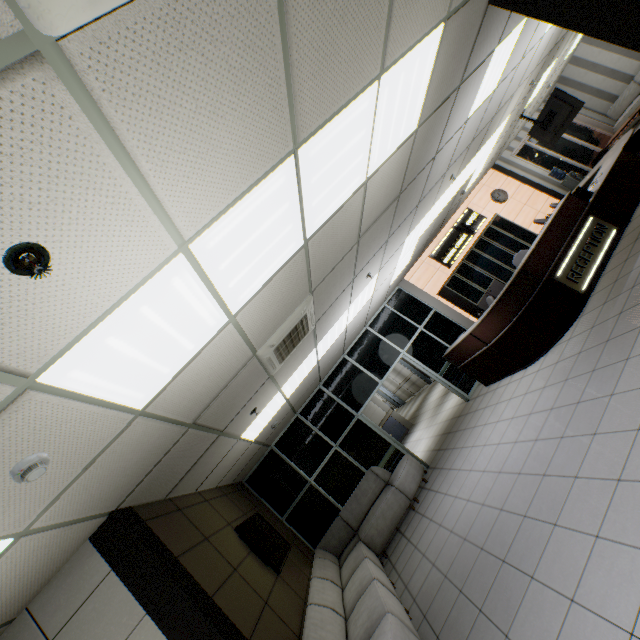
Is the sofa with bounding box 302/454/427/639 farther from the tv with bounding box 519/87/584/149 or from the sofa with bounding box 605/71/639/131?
the sofa with bounding box 605/71/639/131

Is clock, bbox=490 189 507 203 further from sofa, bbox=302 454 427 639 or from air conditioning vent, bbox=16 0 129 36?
air conditioning vent, bbox=16 0 129 36

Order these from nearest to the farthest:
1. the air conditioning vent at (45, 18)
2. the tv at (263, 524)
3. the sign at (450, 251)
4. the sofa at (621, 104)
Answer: the air conditioning vent at (45, 18) → the tv at (263, 524) → the sign at (450, 251) → the sofa at (621, 104)

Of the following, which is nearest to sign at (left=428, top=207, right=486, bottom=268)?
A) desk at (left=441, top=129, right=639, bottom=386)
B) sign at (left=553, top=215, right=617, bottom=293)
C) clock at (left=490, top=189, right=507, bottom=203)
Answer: clock at (left=490, top=189, right=507, bottom=203)

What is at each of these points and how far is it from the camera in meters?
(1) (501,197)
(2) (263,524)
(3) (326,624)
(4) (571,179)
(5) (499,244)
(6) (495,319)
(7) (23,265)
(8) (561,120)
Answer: (1) clock, 10.9 m
(2) tv, 5.7 m
(3) sofa, 3.7 m
(4) water container, 10.6 m
(5) cabinet, 9.5 m
(6) desk, 5.9 m
(7) fire alarm, 1.2 m
(8) tv, 8.8 m

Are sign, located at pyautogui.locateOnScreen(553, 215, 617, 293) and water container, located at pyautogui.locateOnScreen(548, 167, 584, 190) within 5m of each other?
no

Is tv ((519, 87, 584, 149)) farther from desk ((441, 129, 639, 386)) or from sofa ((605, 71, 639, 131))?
sofa ((605, 71, 639, 131))

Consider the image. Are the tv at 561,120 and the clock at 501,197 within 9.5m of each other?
yes
